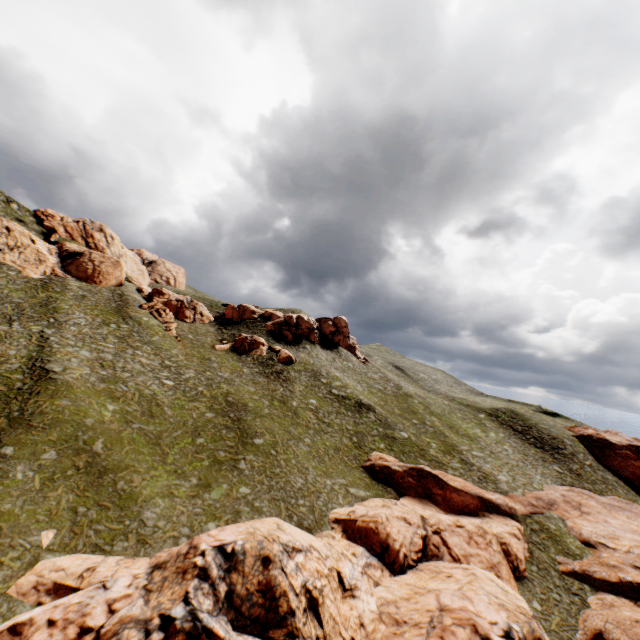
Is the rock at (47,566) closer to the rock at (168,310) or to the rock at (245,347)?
the rock at (245,347)

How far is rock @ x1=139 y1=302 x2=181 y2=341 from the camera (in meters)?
54.22

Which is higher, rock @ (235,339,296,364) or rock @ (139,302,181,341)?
rock @ (139,302,181,341)

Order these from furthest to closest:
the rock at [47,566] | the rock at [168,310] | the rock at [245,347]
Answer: the rock at [245,347]
the rock at [168,310]
the rock at [47,566]

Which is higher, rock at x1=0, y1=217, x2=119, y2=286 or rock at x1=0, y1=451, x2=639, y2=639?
rock at x1=0, y1=217, x2=119, y2=286

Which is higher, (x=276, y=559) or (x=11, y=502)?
(x=276, y=559)

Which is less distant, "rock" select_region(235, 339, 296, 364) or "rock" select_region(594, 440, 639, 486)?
"rock" select_region(594, 440, 639, 486)

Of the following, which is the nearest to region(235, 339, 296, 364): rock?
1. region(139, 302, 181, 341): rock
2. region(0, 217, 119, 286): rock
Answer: region(139, 302, 181, 341): rock
